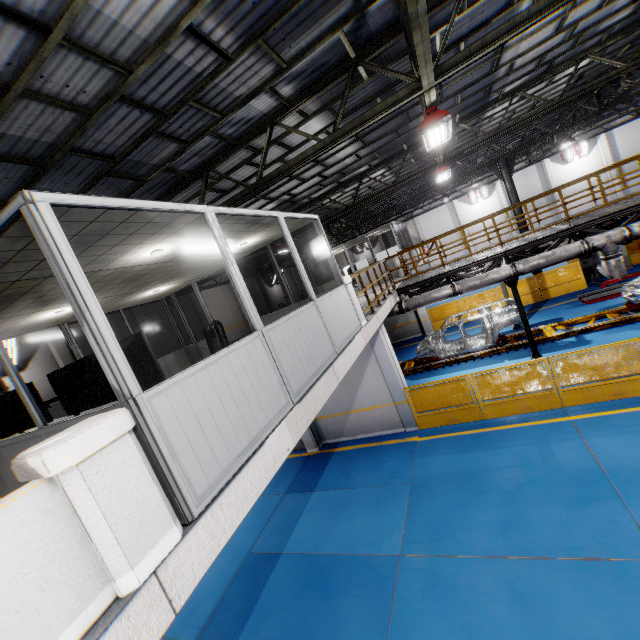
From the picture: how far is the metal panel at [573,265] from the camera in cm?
1688

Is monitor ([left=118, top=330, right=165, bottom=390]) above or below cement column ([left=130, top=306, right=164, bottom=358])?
below

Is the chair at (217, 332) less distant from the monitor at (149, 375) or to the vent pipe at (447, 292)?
the monitor at (149, 375)

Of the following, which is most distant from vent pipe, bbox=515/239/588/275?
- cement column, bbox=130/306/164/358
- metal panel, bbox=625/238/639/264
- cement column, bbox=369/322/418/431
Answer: cement column, bbox=130/306/164/358

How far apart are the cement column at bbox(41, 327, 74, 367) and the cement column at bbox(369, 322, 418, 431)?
11.6 meters

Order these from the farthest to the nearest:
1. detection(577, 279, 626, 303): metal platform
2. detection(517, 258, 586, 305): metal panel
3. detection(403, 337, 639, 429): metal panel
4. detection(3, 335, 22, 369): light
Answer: detection(517, 258, 586, 305): metal panel
detection(577, 279, 626, 303): metal platform
detection(3, 335, 22, 369): light
detection(403, 337, 639, 429): metal panel

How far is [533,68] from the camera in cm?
981

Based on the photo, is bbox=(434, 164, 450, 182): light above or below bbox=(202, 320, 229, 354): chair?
above
